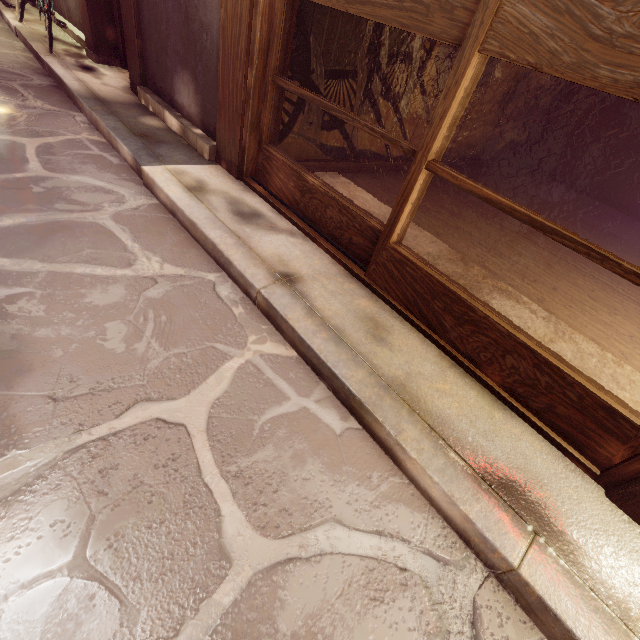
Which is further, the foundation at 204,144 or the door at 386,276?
the foundation at 204,144

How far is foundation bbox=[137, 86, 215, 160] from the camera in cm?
594

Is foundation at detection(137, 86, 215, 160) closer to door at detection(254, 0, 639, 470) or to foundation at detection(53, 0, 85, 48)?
door at detection(254, 0, 639, 470)

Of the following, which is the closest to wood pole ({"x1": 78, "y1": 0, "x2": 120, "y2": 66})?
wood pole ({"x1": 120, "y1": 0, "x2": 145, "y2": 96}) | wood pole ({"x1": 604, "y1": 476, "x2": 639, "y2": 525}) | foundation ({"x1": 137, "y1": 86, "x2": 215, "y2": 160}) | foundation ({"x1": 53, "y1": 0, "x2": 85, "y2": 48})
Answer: foundation ({"x1": 53, "y1": 0, "x2": 85, "y2": 48})

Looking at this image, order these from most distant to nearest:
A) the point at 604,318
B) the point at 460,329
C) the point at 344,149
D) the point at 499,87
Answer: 1. the point at 499,87
2. the point at 344,149
3. the point at 604,318
4. the point at 460,329

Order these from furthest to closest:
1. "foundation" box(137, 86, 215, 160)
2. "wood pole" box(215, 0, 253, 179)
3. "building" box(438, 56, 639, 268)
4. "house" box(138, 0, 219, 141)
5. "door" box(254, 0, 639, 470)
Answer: "building" box(438, 56, 639, 268), "foundation" box(137, 86, 215, 160), "house" box(138, 0, 219, 141), "wood pole" box(215, 0, 253, 179), "door" box(254, 0, 639, 470)

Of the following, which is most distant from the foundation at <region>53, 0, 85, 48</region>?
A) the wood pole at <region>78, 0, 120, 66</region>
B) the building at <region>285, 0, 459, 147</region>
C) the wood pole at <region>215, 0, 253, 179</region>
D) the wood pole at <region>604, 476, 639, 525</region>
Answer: the wood pole at <region>604, 476, 639, 525</region>

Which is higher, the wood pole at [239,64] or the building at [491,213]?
the wood pole at [239,64]
